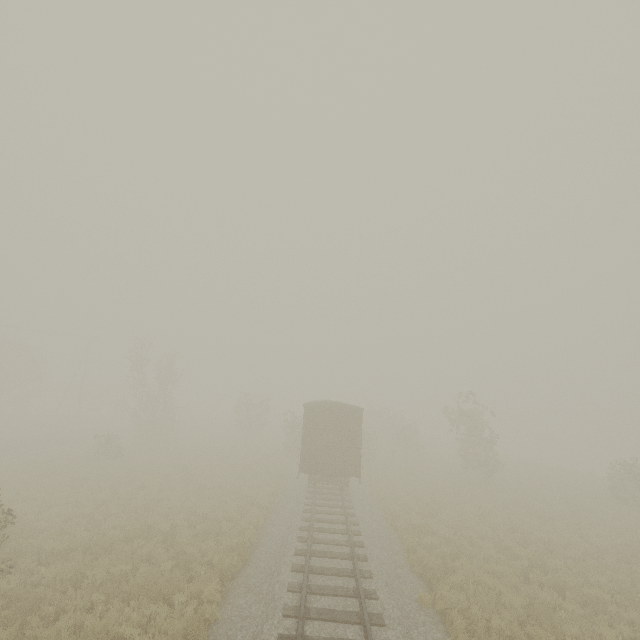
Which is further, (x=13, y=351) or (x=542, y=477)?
(x=13, y=351)

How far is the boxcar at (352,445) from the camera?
17.6m

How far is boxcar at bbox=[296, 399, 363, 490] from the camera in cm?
1759

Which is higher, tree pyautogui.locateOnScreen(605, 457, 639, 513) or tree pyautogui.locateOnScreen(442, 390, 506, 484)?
tree pyautogui.locateOnScreen(442, 390, 506, 484)

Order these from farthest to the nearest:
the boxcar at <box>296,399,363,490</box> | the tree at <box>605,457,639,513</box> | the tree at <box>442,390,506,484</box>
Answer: the tree at <box>442,390,506,484</box> < the tree at <box>605,457,639,513</box> < the boxcar at <box>296,399,363,490</box>

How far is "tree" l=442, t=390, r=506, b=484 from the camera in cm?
2429

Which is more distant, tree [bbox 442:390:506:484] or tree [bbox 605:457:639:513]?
tree [bbox 442:390:506:484]

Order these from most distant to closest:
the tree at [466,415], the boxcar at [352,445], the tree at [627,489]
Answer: the tree at [466,415] → the tree at [627,489] → the boxcar at [352,445]
